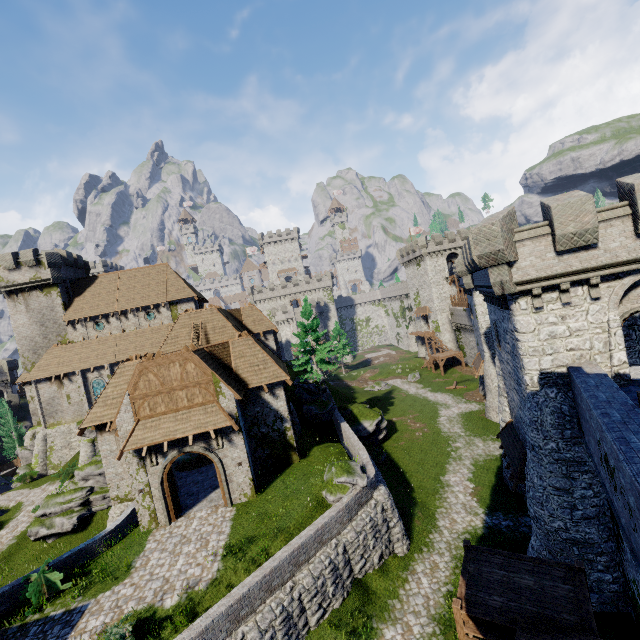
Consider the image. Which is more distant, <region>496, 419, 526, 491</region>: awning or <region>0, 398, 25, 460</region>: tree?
<region>0, 398, 25, 460</region>: tree

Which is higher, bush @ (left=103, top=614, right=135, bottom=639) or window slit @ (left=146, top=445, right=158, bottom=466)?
window slit @ (left=146, top=445, right=158, bottom=466)

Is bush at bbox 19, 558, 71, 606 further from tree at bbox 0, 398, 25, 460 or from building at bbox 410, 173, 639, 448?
tree at bbox 0, 398, 25, 460

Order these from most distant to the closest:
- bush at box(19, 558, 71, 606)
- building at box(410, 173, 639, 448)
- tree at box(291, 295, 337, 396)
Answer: tree at box(291, 295, 337, 396) < bush at box(19, 558, 71, 606) < building at box(410, 173, 639, 448)

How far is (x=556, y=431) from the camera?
13.59m

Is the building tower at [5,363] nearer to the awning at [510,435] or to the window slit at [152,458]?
the window slit at [152,458]

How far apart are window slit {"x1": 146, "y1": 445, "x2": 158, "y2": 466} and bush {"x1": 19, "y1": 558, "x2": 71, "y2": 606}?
5.1m

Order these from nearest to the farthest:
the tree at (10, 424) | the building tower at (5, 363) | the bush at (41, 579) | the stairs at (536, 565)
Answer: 1. the stairs at (536, 565)
2. the bush at (41, 579)
3. the tree at (10, 424)
4. the building tower at (5, 363)
